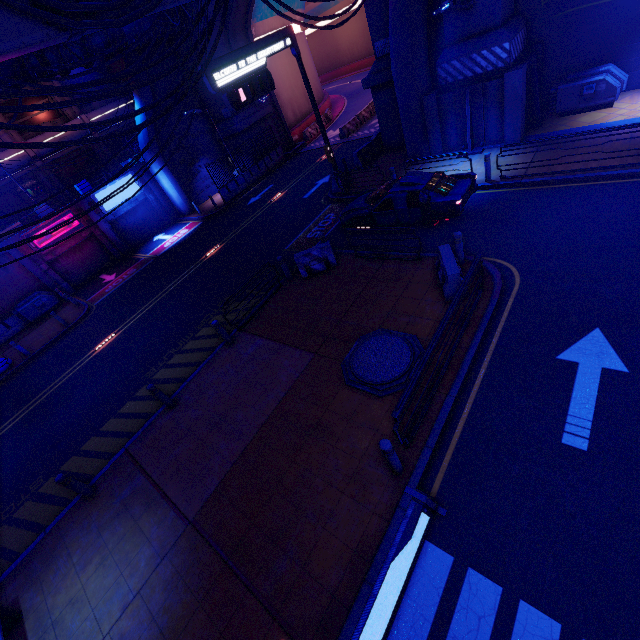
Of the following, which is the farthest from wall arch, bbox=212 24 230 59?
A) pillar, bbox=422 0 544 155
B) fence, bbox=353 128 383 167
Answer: fence, bbox=353 128 383 167

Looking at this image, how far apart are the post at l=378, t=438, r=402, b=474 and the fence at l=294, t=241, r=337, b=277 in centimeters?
787cm

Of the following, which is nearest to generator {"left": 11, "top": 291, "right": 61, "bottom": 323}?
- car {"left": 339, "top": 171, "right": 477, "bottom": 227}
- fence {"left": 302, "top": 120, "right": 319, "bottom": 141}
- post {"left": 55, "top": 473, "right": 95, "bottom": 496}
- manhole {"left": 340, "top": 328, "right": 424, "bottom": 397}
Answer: post {"left": 55, "top": 473, "right": 95, "bottom": 496}

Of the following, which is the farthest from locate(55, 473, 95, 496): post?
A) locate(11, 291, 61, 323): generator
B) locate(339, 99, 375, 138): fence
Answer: locate(339, 99, 375, 138): fence

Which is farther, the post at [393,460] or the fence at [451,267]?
the fence at [451,267]

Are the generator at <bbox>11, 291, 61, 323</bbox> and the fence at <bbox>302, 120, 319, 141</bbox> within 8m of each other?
no

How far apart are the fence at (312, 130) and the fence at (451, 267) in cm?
2598

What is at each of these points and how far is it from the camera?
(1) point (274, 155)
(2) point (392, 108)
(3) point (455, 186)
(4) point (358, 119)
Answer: (1) fence, 27.9m
(2) wall arch, 18.2m
(3) car, 11.0m
(4) fence, 27.5m
